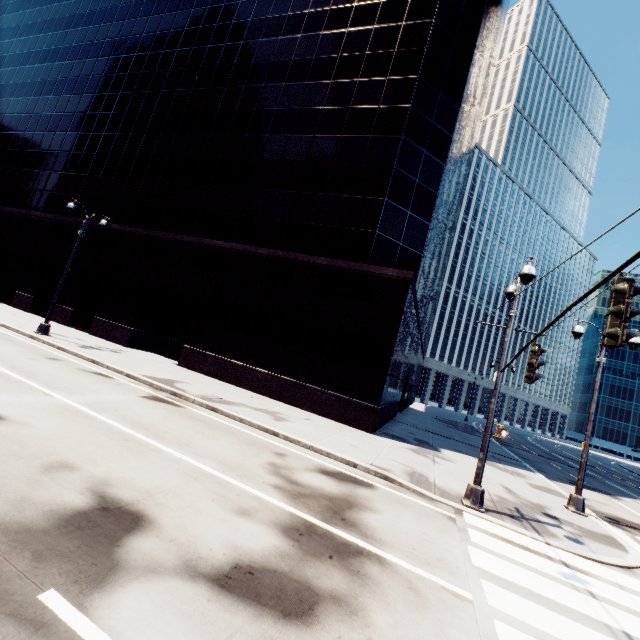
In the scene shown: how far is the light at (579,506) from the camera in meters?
12.1

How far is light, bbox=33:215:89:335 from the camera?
17.25m

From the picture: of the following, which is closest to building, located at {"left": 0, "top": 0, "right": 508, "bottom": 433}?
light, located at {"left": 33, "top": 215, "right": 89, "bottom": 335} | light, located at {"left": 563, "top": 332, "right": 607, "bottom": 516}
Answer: light, located at {"left": 33, "top": 215, "right": 89, "bottom": 335}

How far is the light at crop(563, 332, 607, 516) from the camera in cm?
1214

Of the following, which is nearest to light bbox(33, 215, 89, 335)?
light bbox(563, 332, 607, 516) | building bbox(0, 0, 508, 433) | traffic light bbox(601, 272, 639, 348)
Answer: building bbox(0, 0, 508, 433)

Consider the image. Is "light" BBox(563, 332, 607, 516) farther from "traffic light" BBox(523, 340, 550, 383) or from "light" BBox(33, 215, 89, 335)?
"light" BBox(33, 215, 89, 335)

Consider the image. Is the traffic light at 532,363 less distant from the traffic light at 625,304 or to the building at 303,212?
the traffic light at 625,304

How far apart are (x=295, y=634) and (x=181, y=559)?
1.7 meters
